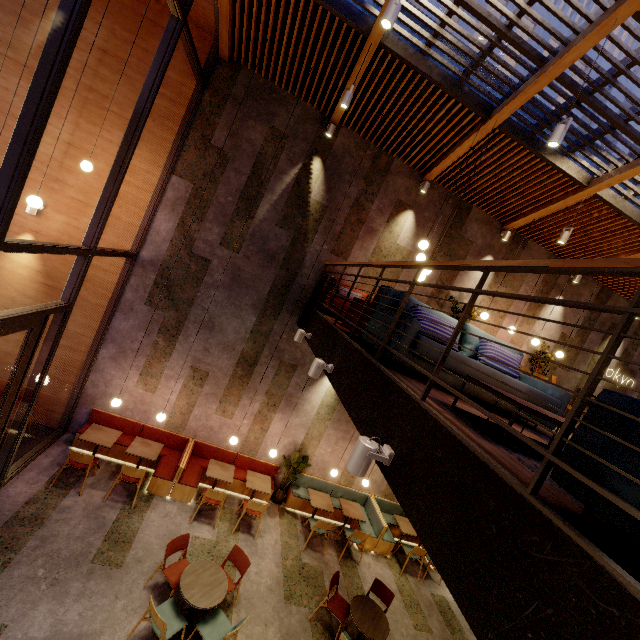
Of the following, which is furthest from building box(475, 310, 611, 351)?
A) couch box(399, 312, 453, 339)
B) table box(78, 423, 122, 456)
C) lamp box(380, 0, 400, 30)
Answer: lamp box(380, 0, 400, 30)

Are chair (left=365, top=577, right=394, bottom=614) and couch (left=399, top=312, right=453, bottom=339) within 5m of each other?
yes

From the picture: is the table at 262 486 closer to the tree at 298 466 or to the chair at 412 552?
the tree at 298 466

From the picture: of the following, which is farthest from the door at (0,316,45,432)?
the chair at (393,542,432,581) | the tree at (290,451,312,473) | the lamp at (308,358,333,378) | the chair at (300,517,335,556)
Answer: the chair at (393,542,432,581)

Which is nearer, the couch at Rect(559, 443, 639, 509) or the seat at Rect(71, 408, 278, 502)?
the couch at Rect(559, 443, 639, 509)

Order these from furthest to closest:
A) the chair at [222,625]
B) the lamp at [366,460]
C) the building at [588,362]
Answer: the building at [588,362], the chair at [222,625], the lamp at [366,460]

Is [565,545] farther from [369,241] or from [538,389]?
[369,241]

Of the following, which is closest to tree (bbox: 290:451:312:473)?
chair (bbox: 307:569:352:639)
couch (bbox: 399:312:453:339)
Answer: chair (bbox: 307:569:352:639)
